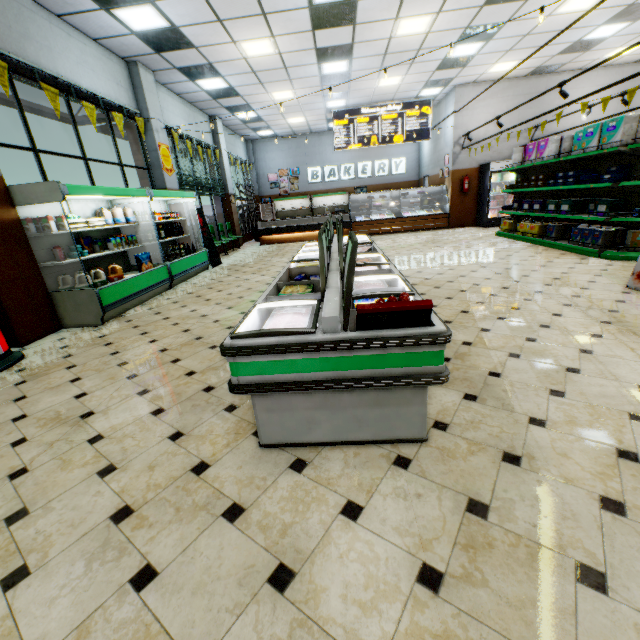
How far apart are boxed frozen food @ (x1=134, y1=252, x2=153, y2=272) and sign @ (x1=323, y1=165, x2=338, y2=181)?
13.2 meters

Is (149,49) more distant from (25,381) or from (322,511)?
(322,511)

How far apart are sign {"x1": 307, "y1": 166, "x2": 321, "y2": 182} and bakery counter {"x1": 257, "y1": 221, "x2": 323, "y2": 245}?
4.4m

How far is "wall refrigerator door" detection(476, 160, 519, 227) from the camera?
11.52m

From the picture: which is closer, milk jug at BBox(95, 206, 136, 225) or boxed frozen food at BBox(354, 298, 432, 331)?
boxed frozen food at BBox(354, 298, 432, 331)

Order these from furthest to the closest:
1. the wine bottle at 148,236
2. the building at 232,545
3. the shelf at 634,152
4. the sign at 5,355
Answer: the wine bottle at 148,236, the shelf at 634,152, the sign at 5,355, the building at 232,545

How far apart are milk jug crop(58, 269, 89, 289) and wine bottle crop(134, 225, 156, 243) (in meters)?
2.22

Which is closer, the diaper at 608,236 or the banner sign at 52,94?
the banner sign at 52,94
